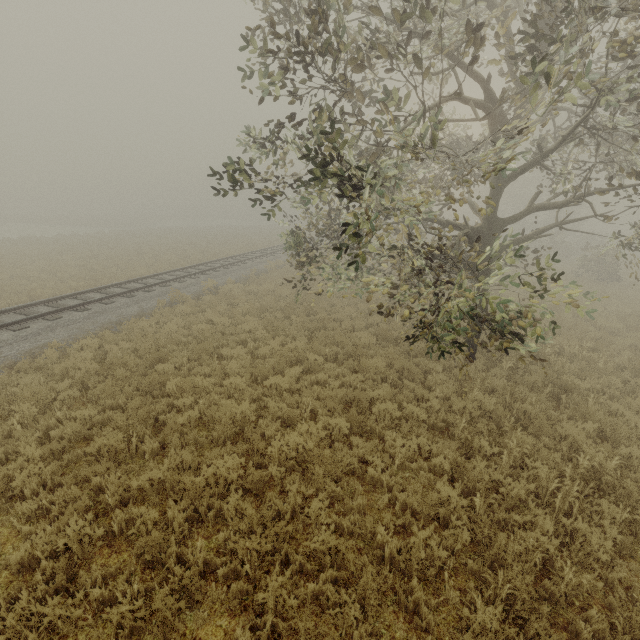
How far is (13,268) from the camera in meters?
18.9 m

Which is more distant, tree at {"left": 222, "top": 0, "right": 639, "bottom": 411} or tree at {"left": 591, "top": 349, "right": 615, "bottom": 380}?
tree at {"left": 591, "top": 349, "right": 615, "bottom": 380}

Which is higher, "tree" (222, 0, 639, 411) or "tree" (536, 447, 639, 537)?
"tree" (222, 0, 639, 411)

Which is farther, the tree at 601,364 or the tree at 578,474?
the tree at 601,364

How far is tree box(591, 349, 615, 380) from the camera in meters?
10.0

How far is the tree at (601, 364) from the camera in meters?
10.0 m
